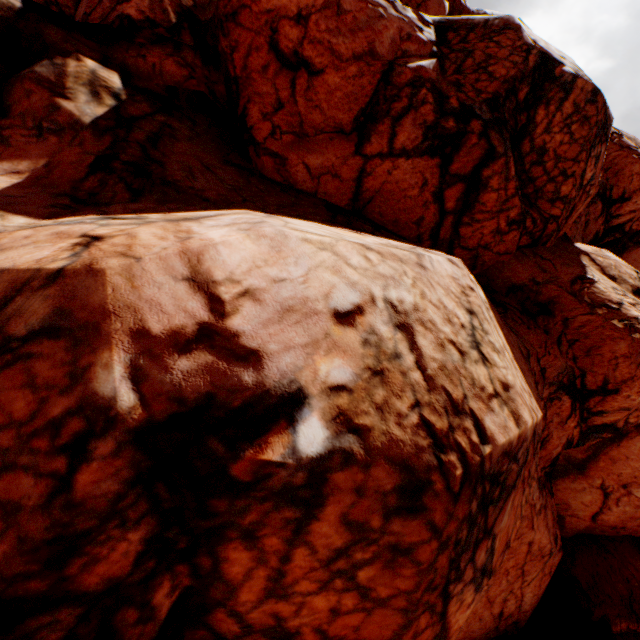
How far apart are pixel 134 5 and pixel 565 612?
28.8m
